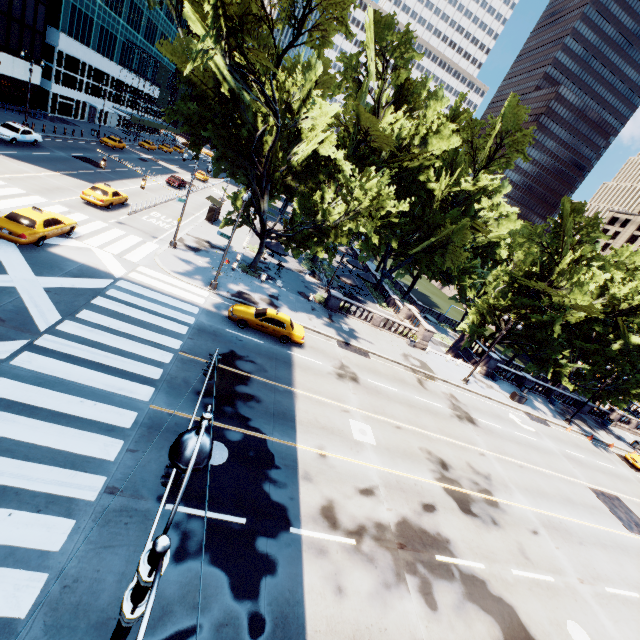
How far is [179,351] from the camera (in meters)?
15.96

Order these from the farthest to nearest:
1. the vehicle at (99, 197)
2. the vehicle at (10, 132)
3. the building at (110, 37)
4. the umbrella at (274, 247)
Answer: the building at (110, 37) → the umbrella at (274, 247) → the vehicle at (10, 132) → the vehicle at (99, 197)

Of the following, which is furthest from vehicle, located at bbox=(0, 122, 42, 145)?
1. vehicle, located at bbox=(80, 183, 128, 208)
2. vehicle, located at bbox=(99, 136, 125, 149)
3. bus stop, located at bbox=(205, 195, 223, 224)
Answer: bus stop, located at bbox=(205, 195, 223, 224)

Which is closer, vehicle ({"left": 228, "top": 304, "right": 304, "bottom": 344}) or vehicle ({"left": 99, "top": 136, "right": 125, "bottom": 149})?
vehicle ({"left": 228, "top": 304, "right": 304, "bottom": 344})

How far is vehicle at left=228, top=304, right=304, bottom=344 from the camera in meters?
20.4 m

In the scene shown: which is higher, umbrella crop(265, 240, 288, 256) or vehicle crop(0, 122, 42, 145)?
umbrella crop(265, 240, 288, 256)

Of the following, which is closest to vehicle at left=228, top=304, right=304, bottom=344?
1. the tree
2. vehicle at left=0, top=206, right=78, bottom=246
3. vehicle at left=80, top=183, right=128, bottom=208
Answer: the tree

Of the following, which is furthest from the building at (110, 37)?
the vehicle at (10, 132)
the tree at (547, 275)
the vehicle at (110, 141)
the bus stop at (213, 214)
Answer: the bus stop at (213, 214)
